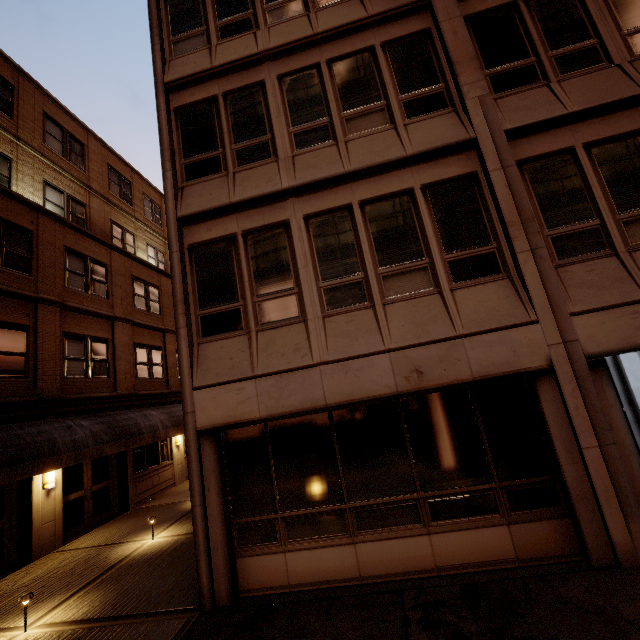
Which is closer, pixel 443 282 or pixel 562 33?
pixel 443 282

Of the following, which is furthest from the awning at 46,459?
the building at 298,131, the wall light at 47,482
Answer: the building at 298,131

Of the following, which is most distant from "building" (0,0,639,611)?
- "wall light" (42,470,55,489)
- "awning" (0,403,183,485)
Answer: "wall light" (42,470,55,489)

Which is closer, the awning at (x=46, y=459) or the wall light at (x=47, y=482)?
the awning at (x=46, y=459)

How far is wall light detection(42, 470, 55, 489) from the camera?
10.1 meters

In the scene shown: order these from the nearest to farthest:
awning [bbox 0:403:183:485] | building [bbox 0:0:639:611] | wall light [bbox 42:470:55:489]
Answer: building [bbox 0:0:639:611]
awning [bbox 0:403:183:485]
wall light [bbox 42:470:55:489]

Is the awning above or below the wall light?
above
